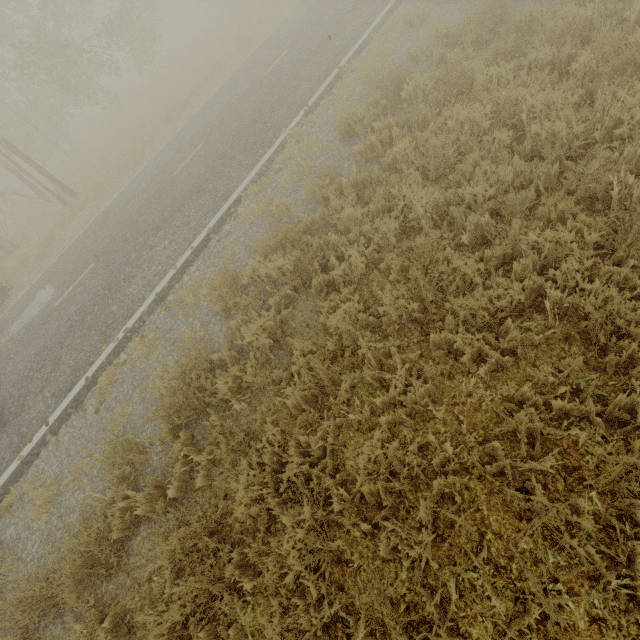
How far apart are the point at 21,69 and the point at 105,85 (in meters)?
26.20
